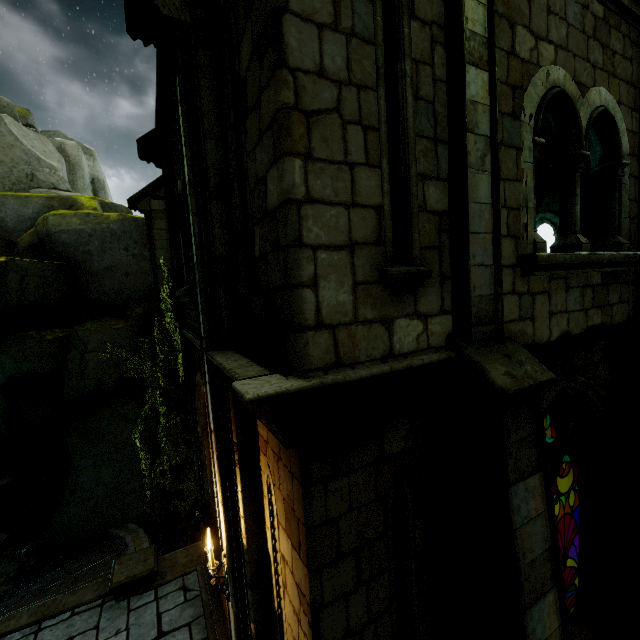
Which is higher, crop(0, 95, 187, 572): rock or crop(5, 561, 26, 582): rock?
crop(0, 95, 187, 572): rock

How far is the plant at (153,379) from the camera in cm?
1041

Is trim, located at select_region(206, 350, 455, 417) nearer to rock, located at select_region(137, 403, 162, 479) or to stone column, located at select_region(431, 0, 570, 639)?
stone column, located at select_region(431, 0, 570, 639)

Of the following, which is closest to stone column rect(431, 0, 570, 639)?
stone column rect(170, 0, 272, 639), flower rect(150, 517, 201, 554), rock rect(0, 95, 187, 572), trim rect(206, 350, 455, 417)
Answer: trim rect(206, 350, 455, 417)

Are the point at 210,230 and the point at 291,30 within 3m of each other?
yes

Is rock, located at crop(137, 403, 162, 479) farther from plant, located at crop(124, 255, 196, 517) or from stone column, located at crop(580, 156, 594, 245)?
stone column, located at crop(580, 156, 594, 245)

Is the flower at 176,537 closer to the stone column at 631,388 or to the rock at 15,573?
the rock at 15,573

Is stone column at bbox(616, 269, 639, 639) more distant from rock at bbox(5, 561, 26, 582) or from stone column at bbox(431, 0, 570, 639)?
rock at bbox(5, 561, 26, 582)
